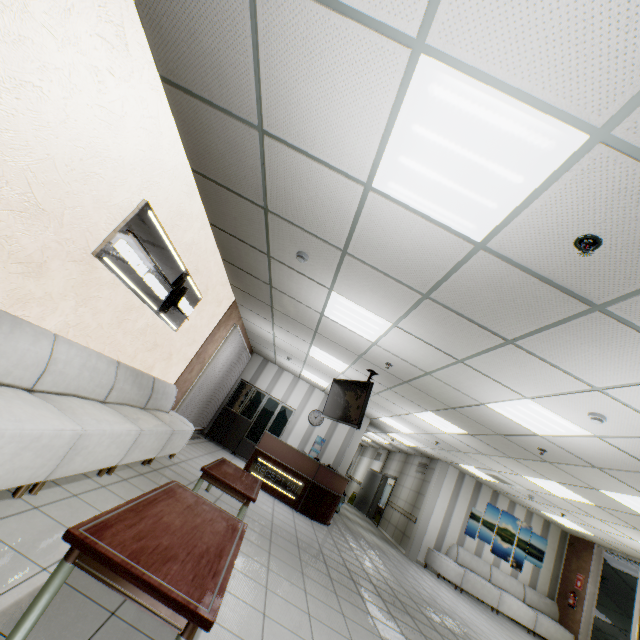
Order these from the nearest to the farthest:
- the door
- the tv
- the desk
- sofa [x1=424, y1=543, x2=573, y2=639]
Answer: the tv
the desk
sofa [x1=424, y1=543, x2=573, y2=639]
the door

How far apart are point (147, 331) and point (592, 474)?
7.6 meters

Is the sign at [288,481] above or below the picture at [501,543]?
below

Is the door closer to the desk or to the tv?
the desk

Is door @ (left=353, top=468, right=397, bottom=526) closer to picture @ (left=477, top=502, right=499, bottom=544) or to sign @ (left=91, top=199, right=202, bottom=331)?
picture @ (left=477, top=502, right=499, bottom=544)

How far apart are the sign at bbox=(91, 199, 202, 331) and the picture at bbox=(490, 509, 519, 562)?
11.5m

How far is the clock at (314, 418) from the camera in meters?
11.4

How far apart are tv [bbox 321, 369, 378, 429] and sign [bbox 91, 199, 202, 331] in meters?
3.2
